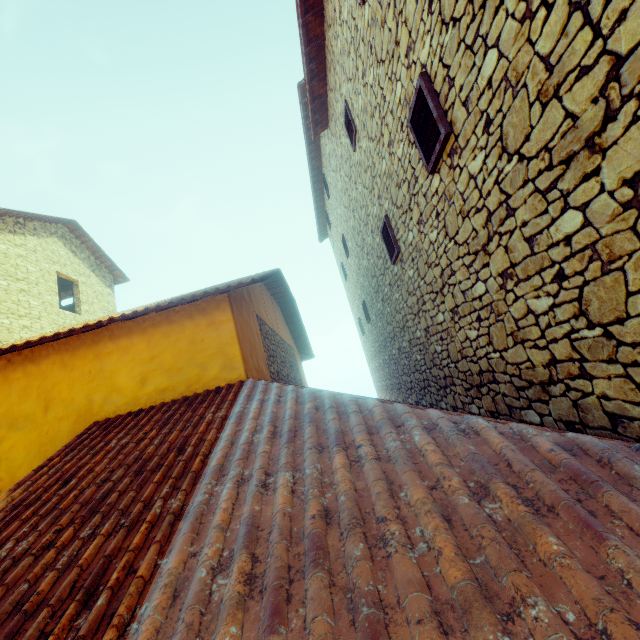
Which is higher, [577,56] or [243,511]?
[577,56]

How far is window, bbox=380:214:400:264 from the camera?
5.3m

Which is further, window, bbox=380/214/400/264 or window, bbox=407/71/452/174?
window, bbox=380/214/400/264

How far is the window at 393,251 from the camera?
5.3m
